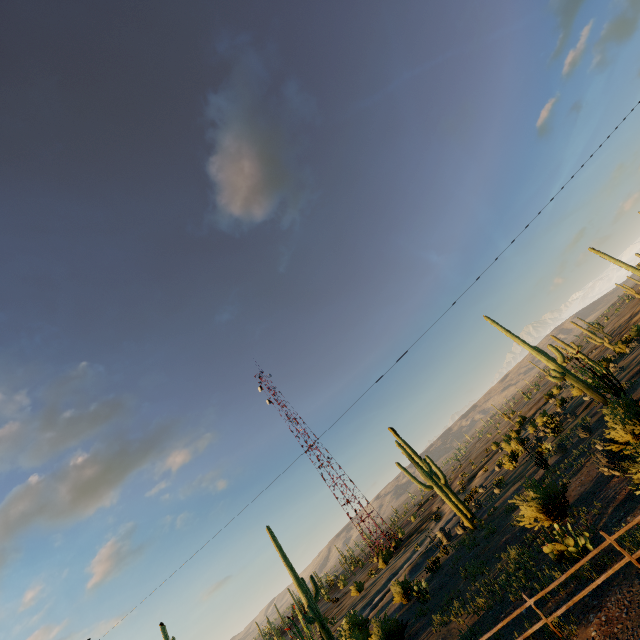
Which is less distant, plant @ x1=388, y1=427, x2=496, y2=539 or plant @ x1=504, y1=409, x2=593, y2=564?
plant @ x1=504, y1=409, x2=593, y2=564

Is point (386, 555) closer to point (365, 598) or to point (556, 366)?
point (365, 598)

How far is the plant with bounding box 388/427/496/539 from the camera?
23.9m

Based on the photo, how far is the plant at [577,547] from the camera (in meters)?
10.15
